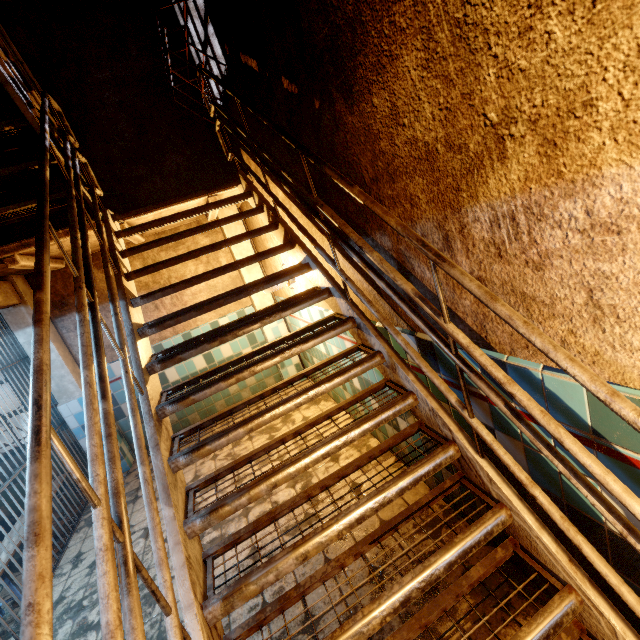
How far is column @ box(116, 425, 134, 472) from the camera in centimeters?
461cm

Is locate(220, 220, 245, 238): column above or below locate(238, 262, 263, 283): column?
above

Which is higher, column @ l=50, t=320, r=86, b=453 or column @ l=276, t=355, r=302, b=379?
column @ l=50, t=320, r=86, b=453

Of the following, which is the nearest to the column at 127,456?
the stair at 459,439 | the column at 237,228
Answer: the stair at 459,439

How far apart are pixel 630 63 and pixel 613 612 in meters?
1.7 m

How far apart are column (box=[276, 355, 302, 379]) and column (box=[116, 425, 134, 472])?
2.5 meters

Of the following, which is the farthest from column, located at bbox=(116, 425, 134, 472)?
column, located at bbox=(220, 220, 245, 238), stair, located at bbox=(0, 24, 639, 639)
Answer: column, located at bbox=(220, 220, 245, 238)

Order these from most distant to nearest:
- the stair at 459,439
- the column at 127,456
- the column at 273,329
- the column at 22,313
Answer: the column at 273,329 → the column at 127,456 → the column at 22,313 → the stair at 459,439
